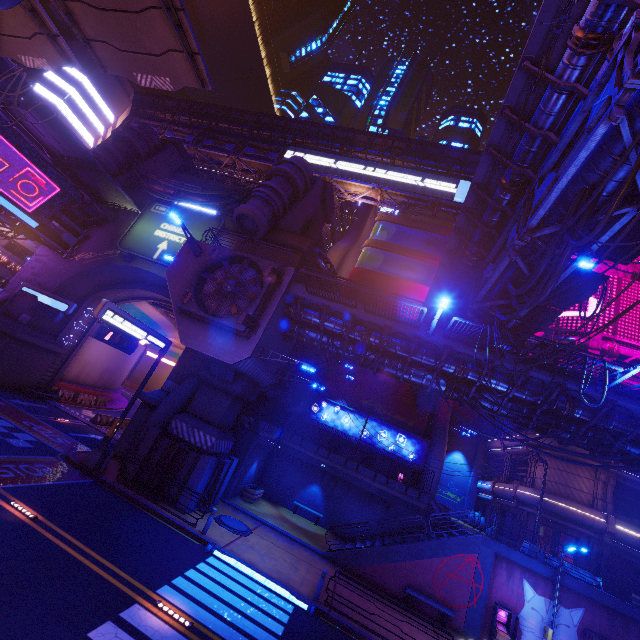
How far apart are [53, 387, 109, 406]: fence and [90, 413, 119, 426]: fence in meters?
4.8 m

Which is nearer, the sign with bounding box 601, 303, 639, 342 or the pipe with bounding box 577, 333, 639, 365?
the pipe with bounding box 577, 333, 639, 365

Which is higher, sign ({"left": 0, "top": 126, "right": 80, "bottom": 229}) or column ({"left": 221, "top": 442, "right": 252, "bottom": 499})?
sign ({"left": 0, "top": 126, "right": 80, "bottom": 229})

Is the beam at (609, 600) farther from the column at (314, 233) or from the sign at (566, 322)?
the sign at (566, 322)

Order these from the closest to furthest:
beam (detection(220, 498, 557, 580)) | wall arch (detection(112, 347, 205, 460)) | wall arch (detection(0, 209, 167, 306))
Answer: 1. beam (detection(220, 498, 557, 580))
2. wall arch (detection(112, 347, 205, 460))
3. wall arch (detection(0, 209, 167, 306))

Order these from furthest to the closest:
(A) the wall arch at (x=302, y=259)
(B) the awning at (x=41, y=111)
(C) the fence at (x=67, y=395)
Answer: (C) the fence at (x=67, y=395) → (A) the wall arch at (x=302, y=259) → (B) the awning at (x=41, y=111)

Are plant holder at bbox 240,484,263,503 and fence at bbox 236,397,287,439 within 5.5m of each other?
yes

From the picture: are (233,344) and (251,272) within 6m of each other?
yes
